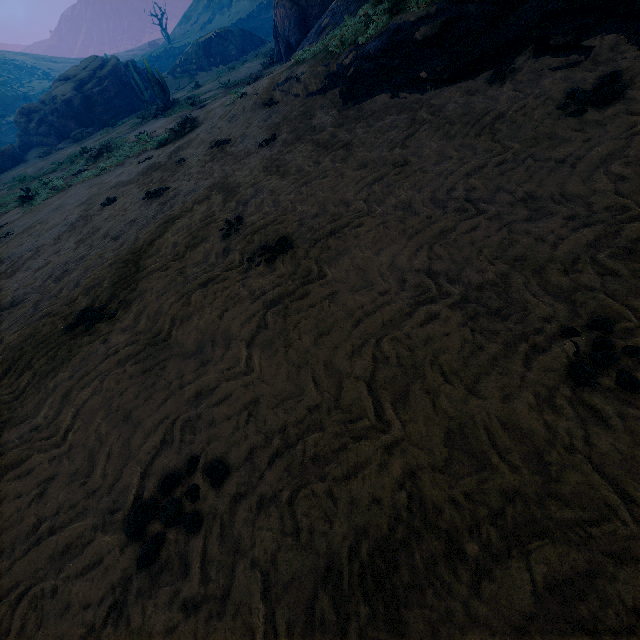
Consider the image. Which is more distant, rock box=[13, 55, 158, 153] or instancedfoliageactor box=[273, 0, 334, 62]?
rock box=[13, 55, 158, 153]

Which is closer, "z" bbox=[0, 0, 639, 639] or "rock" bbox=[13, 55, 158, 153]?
"z" bbox=[0, 0, 639, 639]

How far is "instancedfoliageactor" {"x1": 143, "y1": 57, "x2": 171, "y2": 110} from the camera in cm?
2145

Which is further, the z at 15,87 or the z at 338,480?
the z at 15,87

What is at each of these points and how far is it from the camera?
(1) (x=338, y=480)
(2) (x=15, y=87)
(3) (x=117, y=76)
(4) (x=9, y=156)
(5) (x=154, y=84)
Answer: (1) z, 2.1 meters
(2) z, 56.6 meters
(3) rock, 30.9 meters
(4) instancedfoliageactor, 28.6 meters
(5) instancedfoliageactor, 21.7 meters

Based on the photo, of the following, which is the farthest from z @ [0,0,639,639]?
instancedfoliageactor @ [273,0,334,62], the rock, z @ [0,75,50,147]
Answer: z @ [0,75,50,147]

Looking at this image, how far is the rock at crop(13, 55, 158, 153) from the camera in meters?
29.1 m

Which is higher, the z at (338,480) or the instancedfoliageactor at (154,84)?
the instancedfoliageactor at (154,84)
